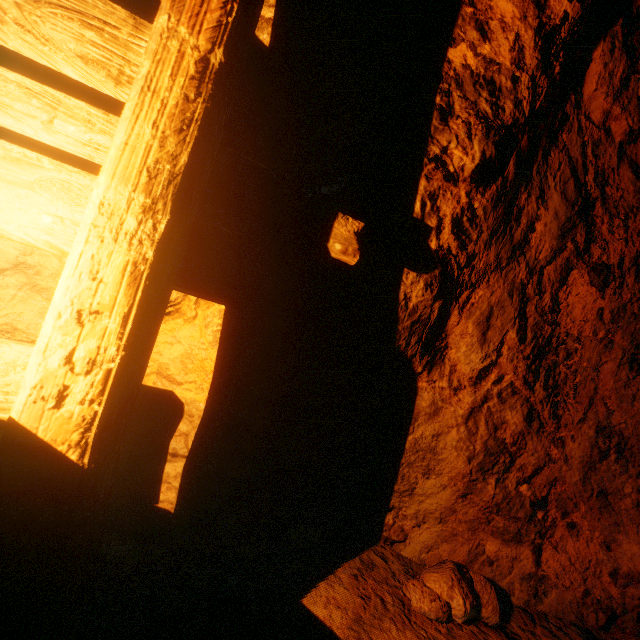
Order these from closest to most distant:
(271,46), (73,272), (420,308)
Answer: (73,272) < (271,46) < (420,308)

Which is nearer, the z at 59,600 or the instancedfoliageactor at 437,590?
the z at 59,600

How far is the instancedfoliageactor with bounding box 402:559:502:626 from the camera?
1.7 meters

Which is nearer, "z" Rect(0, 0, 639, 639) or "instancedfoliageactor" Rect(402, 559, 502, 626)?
"z" Rect(0, 0, 639, 639)

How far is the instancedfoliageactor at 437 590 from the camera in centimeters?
174cm
